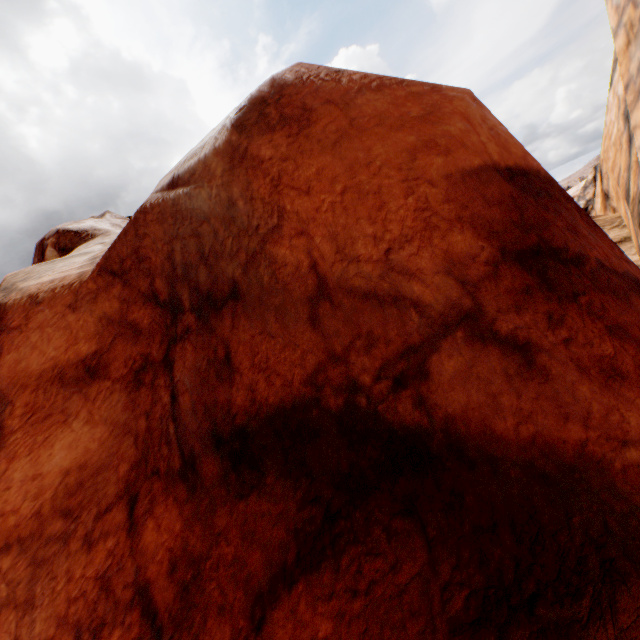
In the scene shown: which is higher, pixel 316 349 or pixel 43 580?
pixel 316 349
